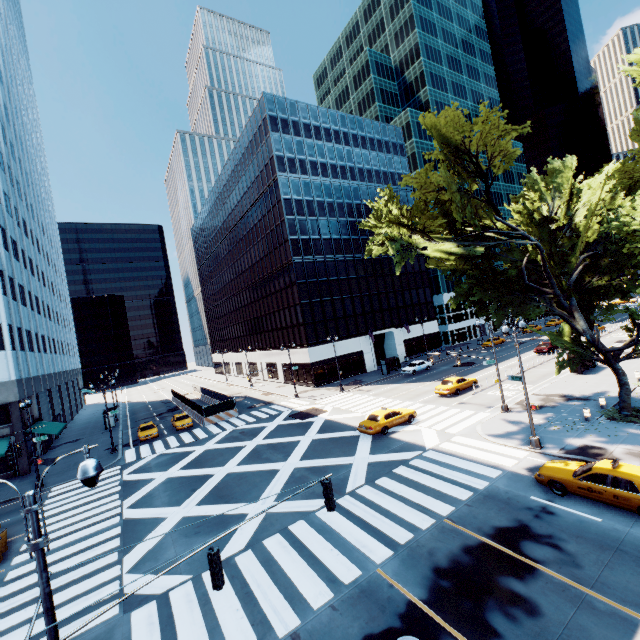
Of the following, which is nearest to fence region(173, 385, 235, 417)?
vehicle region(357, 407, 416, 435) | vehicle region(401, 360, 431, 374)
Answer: vehicle region(357, 407, 416, 435)

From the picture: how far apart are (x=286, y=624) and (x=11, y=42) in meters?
92.4

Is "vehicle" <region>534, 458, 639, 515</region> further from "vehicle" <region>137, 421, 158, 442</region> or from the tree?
"vehicle" <region>137, 421, 158, 442</region>

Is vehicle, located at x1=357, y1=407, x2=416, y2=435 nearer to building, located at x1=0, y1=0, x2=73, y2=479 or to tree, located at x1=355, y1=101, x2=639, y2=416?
tree, located at x1=355, y1=101, x2=639, y2=416

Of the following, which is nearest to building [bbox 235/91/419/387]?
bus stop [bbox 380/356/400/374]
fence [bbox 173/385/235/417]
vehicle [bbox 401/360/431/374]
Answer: bus stop [bbox 380/356/400/374]

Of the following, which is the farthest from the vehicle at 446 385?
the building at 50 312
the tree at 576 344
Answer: the building at 50 312

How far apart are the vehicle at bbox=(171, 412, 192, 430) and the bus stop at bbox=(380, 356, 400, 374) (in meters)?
26.67

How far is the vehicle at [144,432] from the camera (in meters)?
34.47
